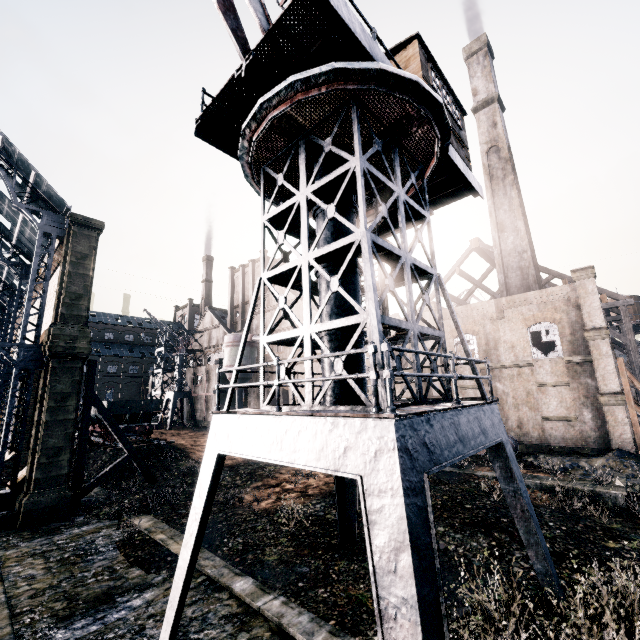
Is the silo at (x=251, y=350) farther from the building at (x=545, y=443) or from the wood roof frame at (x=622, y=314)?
the wood roof frame at (x=622, y=314)

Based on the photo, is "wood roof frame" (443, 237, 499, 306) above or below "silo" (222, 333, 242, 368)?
above

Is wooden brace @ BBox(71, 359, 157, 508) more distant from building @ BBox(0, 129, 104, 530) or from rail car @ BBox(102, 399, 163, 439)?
rail car @ BBox(102, 399, 163, 439)

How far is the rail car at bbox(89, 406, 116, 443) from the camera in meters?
30.0

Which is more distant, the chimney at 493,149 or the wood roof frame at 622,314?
the chimney at 493,149

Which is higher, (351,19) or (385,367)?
(351,19)

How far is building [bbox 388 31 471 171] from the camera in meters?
11.3 m

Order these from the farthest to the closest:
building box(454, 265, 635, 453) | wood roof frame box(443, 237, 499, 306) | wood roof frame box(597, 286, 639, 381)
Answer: wood roof frame box(443, 237, 499, 306) → wood roof frame box(597, 286, 639, 381) → building box(454, 265, 635, 453)
